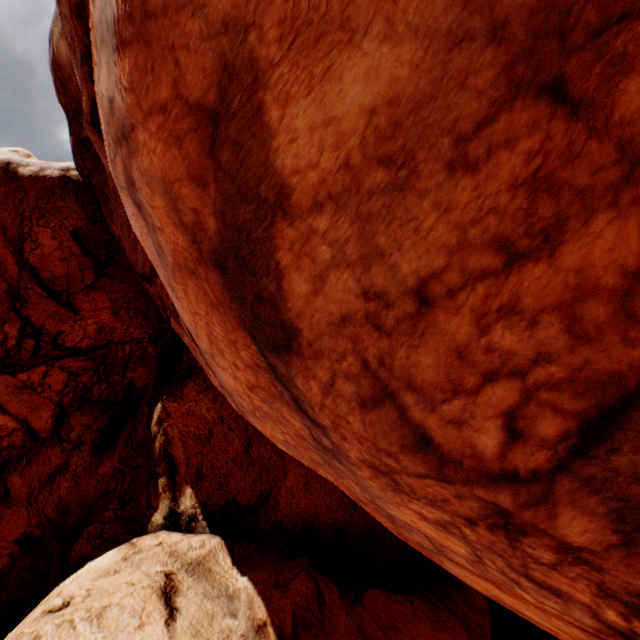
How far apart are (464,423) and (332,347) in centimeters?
106cm
